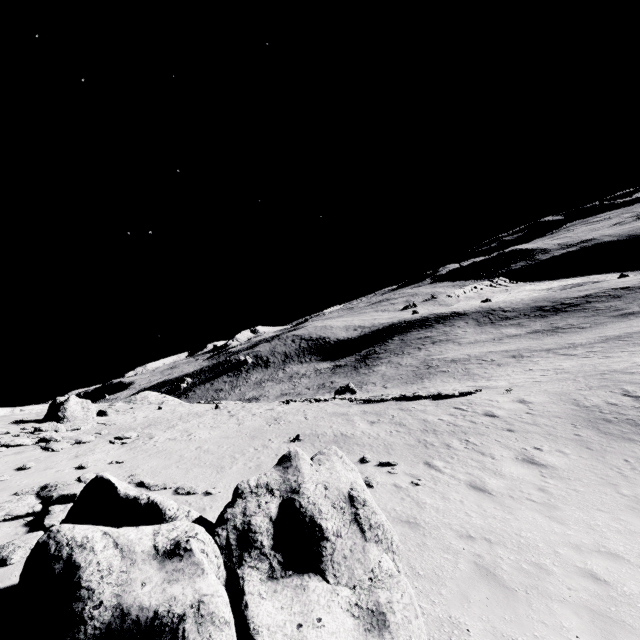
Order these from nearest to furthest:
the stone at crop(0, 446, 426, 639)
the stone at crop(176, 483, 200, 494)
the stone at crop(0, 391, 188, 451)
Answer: the stone at crop(0, 446, 426, 639)
the stone at crop(176, 483, 200, 494)
the stone at crop(0, 391, 188, 451)

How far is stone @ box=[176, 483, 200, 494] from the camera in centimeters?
1088cm

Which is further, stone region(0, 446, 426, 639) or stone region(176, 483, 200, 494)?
stone region(176, 483, 200, 494)

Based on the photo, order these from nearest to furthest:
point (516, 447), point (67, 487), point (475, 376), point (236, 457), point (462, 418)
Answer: point (67, 487)
point (516, 447)
point (236, 457)
point (462, 418)
point (475, 376)

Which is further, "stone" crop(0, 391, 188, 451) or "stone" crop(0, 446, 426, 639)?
"stone" crop(0, 391, 188, 451)

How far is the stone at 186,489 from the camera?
10.9m

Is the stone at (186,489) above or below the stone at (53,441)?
below
